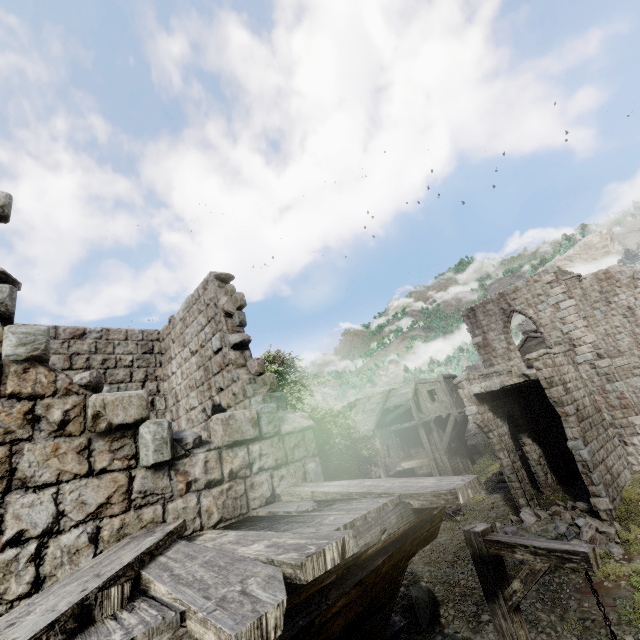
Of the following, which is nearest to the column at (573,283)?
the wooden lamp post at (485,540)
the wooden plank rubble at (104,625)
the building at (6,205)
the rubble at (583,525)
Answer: the building at (6,205)

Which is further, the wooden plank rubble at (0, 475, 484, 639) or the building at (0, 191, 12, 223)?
the building at (0, 191, 12, 223)

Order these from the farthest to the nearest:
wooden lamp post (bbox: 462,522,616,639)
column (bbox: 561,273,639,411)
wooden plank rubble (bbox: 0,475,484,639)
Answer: column (bbox: 561,273,639,411) < wooden lamp post (bbox: 462,522,616,639) < wooden plank rubble (bbox: 0,475,484,639)

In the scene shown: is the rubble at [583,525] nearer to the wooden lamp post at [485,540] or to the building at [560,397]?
the building at [560,397]

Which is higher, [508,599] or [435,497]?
[435,497]

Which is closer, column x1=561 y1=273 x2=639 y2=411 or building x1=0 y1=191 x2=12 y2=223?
building x1=0 y1=191 x2=12 y2=223

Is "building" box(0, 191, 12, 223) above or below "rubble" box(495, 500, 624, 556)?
above

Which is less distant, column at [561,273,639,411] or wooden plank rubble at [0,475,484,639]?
wooden plank rubble at [0,475,484,639]
